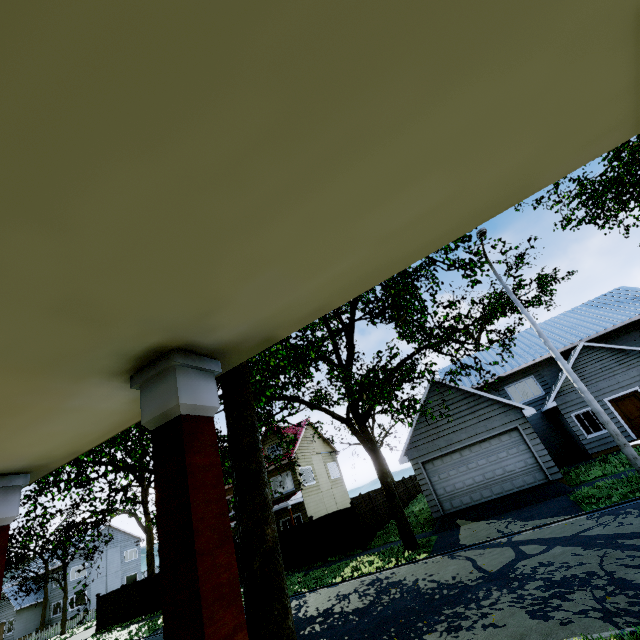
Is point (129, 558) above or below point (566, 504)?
above

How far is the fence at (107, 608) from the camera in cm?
2288

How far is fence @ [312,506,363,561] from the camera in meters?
17.2

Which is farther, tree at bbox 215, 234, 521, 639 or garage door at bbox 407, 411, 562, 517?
garage door at bbox 407, 411, 562, 517

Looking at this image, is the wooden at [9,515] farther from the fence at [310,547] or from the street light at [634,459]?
the street light at [634,459]

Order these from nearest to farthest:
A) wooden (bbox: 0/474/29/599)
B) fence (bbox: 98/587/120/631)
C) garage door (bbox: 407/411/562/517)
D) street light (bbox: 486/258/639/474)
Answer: wooden (bbox: 0/474/29/599) → street light (bbox: 486/258/639/474) → garage door (bbox: 407/411/562/517) → fence (bbox: 98/587/120/631)

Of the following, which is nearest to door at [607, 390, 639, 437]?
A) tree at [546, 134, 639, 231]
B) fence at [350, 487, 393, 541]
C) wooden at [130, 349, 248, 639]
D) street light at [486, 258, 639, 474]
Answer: tree at [546, 134, 639, 231]

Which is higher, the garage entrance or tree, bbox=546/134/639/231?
tree, bbox=546/134/639/231
